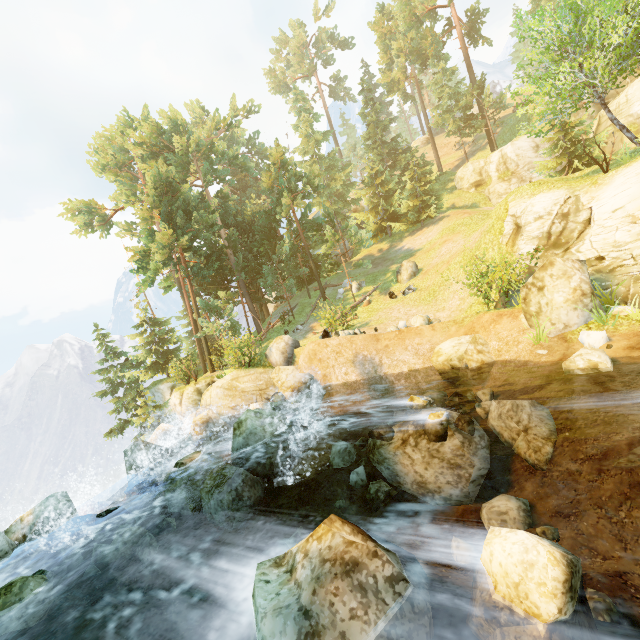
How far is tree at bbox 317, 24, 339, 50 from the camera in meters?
57.4 m

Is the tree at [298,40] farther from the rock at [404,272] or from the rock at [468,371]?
the rock at [468,371]

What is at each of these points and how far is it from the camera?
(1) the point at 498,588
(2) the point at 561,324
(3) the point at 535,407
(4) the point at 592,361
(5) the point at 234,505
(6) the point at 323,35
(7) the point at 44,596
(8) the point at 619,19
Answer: (1) rock, 3.6 meters
(2) rock, 10.4 meters
(3) rock, 8.6 meters
(4) rock, 8.6 meters
(5) rock, 9.7 meters
(6) tree, 57.2 meters
(7) rock, 6.5 meters
(8) tree, 11.6 meters

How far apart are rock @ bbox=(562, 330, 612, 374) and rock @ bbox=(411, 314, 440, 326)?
7.00m

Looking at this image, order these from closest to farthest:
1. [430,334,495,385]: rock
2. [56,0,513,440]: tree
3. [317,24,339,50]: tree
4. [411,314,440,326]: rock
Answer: Answer: [430,334,495,385]: rock < [411,314,440,326]: rock < [56,0,513,440]: tree < [317,24,339,50]: tree

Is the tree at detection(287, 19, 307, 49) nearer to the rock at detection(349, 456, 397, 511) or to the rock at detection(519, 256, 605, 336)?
the rock at detection(519, 256, 605, 336)

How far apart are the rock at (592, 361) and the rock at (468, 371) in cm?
243

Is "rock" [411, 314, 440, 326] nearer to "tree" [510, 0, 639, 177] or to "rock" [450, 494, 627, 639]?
"tree" [510, 0, 639, 177]
